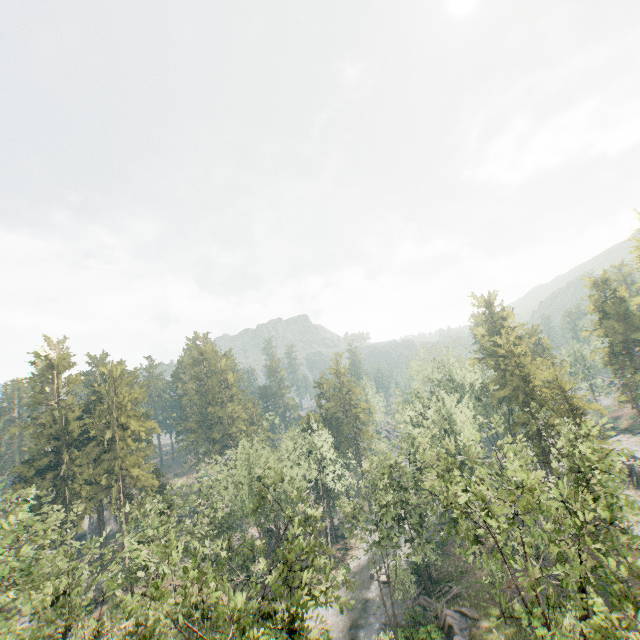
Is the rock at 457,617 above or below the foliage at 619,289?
below

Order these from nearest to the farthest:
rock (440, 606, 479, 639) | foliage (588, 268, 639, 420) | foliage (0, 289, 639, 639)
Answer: foliage (0, 289, 639, 639) → rock (440, 606, 479, 639) → foliage (588, 268, 639, 420)

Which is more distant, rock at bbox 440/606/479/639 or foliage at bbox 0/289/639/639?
rock at bbox 440/606/479/639

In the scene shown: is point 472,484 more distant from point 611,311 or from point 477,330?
point 611,311

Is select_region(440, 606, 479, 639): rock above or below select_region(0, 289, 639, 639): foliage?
below

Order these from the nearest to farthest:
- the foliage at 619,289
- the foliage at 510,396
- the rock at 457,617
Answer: the foliage at 510,396 → the rock at 457,617 → the foliage at 619,289
